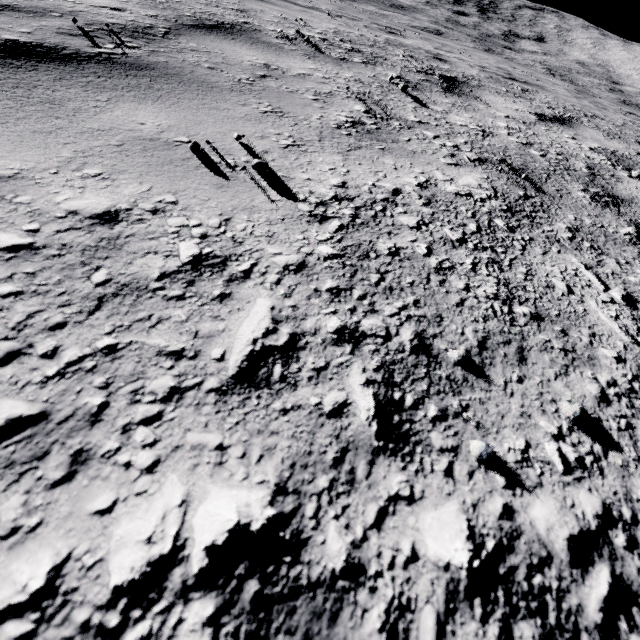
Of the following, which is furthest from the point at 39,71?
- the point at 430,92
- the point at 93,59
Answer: the point at 430,92
